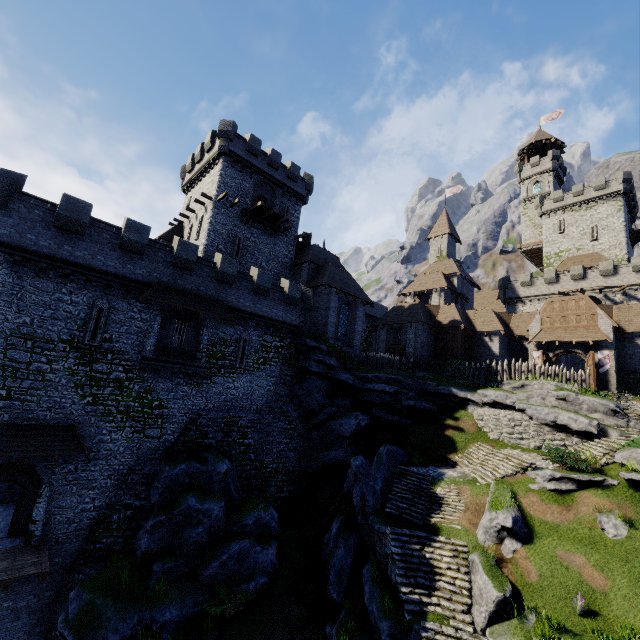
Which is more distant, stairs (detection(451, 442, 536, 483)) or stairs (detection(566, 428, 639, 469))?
stairs (detection(451, 442, 536, 483))

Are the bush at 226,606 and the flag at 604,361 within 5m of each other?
no

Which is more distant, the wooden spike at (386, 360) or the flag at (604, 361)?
the wooden spike at (386, 360)

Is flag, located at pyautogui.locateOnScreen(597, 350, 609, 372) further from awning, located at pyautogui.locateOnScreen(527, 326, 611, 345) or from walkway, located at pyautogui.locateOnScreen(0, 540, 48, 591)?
walkway, located at pyautogui.locateOnScreen(0, 540, 48, 591)

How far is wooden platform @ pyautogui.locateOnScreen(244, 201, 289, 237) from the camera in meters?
30.3

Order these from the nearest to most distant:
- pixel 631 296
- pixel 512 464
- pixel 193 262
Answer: pixel 512 464 < pixel 193 262 < pixel 631 296

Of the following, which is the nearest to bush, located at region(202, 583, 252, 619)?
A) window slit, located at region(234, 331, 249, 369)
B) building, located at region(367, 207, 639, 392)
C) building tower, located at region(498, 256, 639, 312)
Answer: window slit, located at region(234, 331, 249, 369)

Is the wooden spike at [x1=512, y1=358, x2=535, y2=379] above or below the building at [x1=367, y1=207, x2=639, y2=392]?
below
